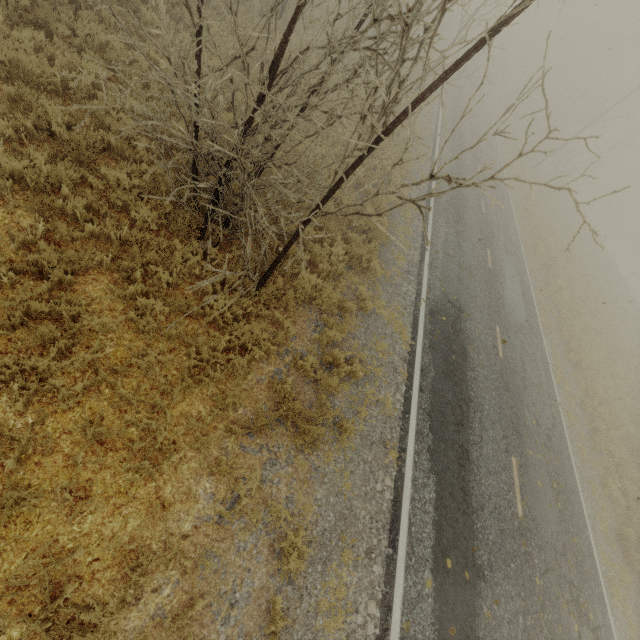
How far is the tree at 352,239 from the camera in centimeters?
755cm

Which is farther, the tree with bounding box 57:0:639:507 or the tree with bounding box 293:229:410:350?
the tree with bounding box 293:229:410:350

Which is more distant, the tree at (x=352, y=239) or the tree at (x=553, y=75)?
the tree at (x=352, y=239)

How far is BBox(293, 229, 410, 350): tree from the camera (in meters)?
7.55

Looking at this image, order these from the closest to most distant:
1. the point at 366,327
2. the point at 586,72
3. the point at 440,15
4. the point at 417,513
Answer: the point at 440,15, the point at 417,513, the point at 366,327, the point at 586,72
